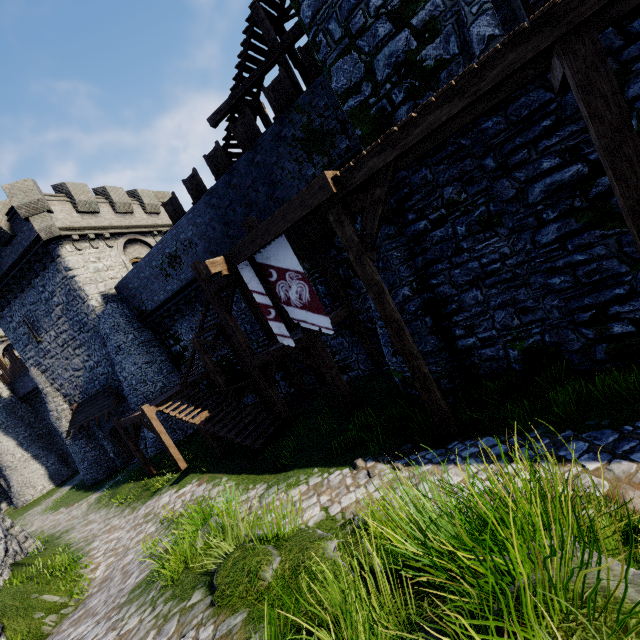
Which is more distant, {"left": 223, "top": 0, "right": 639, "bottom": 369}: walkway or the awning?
the awning

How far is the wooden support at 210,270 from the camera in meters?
7.9

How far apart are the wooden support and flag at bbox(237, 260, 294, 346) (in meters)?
0.31

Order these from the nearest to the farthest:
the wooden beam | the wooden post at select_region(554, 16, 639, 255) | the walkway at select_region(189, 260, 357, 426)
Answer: the wooden post at select_region(554, 16, 639, 255) → the walkway at select_region(189, 260, 357, 426) → the wooden beam

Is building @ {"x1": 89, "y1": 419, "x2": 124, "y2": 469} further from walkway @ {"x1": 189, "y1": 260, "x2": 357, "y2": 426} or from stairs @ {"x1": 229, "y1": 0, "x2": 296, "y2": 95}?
walkway @ {"x1": 189, "y1": 260, "x2": 357, "y2": 426}

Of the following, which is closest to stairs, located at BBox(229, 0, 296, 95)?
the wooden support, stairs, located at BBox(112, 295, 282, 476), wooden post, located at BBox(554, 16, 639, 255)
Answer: stairs, located at BBox(112, 295, 282, 476)

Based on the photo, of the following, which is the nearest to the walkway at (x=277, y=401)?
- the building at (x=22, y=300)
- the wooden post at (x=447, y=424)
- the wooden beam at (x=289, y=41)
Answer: the wooden post at (x=447, y=424)

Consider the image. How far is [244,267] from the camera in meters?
8.3
